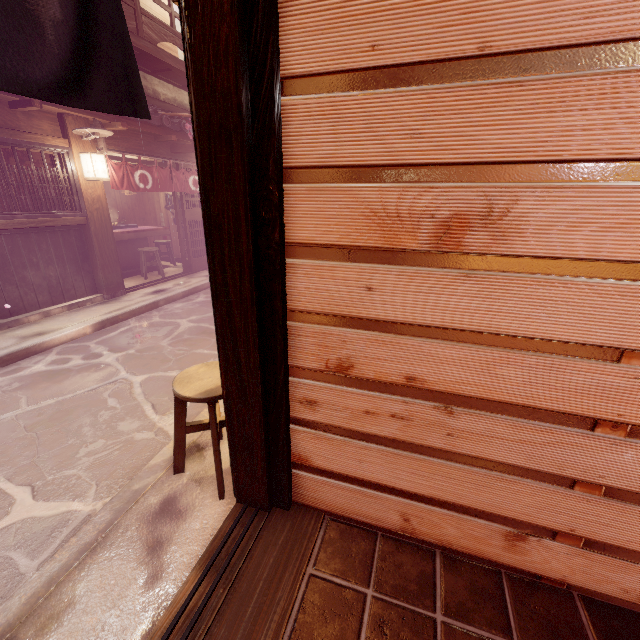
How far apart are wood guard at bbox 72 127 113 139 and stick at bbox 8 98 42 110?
0.9m

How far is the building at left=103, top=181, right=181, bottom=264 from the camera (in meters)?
18.23

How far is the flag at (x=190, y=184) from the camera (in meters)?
11.27

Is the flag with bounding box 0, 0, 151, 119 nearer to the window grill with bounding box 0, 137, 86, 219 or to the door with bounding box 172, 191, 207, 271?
the window grill with bounding box 0, 137, 86, 219

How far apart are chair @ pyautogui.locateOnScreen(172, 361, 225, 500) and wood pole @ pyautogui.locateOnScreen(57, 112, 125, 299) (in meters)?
9.36

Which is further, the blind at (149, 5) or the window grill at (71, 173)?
the blind at (149, 5)

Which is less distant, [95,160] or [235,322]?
[235,322]

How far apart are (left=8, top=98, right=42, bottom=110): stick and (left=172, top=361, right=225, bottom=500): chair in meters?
9.5 m
